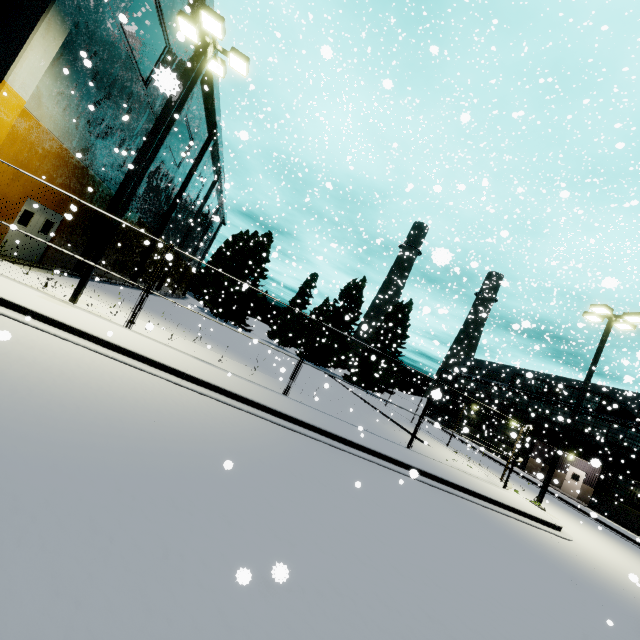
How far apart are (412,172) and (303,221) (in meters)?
11.34

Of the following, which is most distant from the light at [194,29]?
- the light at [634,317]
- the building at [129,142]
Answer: the light at [634,317]

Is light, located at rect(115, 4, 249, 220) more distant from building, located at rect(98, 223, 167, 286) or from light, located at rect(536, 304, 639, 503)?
light, located at rect(536, 304, 639, 503)

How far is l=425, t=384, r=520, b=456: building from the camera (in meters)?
34.69

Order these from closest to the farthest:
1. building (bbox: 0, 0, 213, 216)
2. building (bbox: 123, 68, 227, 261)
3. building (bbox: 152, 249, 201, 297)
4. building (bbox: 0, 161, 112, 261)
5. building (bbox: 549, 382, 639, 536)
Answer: building (bbox: 0, 0, 213, 216) < building (bbox: 0, 161, 112, 261) < building (bbox: 123, 68, 227, 261) < building (bbox: 549, 382, 639, 536) < building (bbox: 152, 249, 201, 297)
